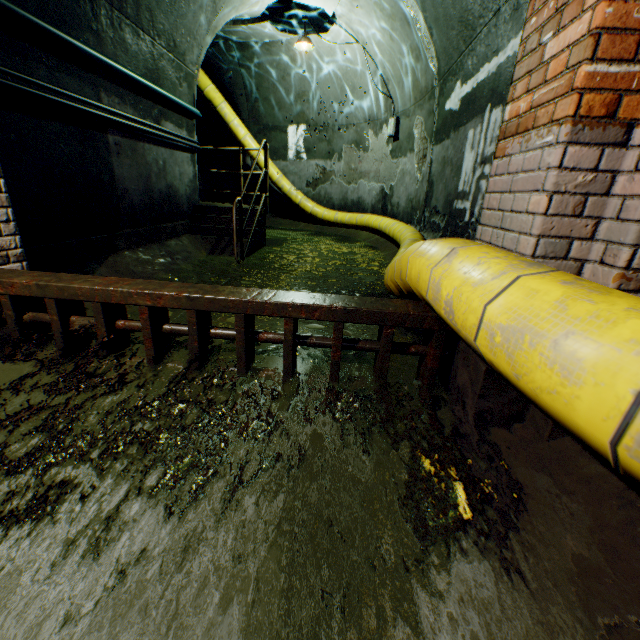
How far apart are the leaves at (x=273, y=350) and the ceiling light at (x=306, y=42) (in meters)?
7.07

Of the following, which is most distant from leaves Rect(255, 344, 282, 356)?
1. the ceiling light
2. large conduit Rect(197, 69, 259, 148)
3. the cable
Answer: the ceiling light

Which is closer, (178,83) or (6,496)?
(6,496)

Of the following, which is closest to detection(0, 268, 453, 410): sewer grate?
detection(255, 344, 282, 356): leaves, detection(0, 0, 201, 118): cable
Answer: detection(255, 344, 282, 356): leaves

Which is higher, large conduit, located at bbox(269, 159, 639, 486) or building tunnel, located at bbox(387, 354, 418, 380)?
large conduit, located at bbox(269, 159, 639, 486)

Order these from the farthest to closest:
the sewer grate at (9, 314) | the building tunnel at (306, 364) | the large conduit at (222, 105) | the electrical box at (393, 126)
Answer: the large conduit at (222, 105) < the electrical box at (393, 126) < the building tunnel at (306, 364) < the sewer grate at (9, 314)

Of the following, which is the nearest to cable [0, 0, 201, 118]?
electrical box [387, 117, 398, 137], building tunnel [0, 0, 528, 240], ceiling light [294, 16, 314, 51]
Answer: building tunnel [0, 0, 528, 240]

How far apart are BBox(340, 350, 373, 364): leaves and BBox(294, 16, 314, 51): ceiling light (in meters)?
7.07
